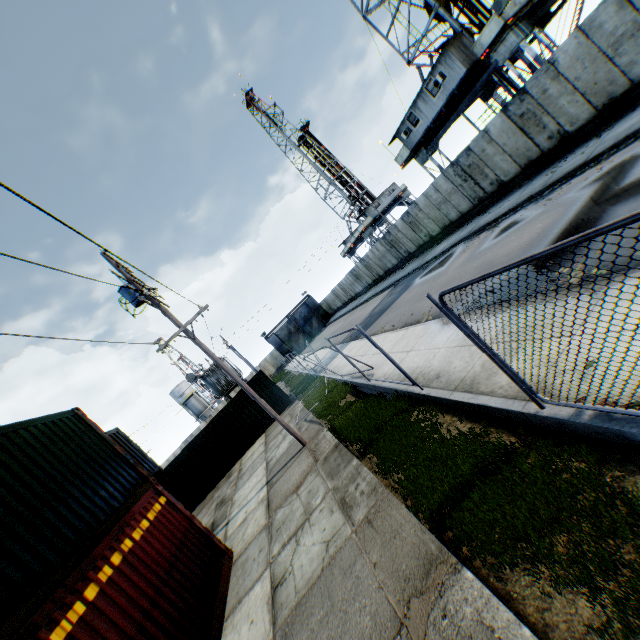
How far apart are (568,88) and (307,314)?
46.6 meters

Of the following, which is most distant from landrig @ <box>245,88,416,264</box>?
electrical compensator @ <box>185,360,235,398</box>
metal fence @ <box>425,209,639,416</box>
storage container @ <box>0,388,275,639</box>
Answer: metal fence @ <box>425,209,639,416</box>

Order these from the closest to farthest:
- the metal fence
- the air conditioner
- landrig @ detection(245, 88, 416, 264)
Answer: the metal fence → the air conditioner → landrig @ detection(245, 88, 416, 264)

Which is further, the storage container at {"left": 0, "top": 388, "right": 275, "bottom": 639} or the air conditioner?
the air conditioner

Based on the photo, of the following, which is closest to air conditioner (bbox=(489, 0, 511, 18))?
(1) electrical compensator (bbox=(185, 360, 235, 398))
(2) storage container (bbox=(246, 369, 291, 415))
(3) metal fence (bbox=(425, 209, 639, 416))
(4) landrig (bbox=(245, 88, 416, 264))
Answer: (3) metal fence (bbox=(425, 209, 639, 416))

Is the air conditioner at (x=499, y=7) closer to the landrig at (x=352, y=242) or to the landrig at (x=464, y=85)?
the landrig at (x=464, y=85)

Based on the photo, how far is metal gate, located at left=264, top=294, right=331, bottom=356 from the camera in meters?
55.2 m

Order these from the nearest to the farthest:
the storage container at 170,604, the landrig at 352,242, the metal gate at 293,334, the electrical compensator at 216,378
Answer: the storage container at 170,604 → the electrical compensator at 216,378 → the landrig at 352,242 → the metal gate at 293,334
